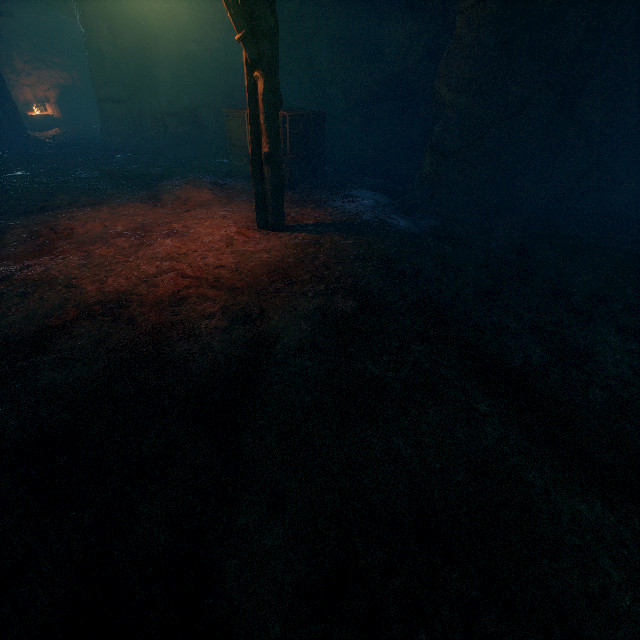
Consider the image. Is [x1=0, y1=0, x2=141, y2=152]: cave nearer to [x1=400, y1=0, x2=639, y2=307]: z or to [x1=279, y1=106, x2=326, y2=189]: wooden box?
[x1=279, y1=106, x2=326, y2=189]: wooden box

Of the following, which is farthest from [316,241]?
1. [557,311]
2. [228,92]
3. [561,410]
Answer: [228,92]

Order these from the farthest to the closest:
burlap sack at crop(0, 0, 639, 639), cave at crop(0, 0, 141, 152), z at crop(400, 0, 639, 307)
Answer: cave at crop(0, 0, 141, 152) < z at crop(400, 0, 639, 307) < burlap sack at crop(0, 0, 639, 639)

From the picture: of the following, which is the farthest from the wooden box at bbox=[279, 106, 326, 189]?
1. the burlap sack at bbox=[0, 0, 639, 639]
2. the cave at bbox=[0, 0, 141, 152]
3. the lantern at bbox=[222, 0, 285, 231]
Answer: the cave at bbox=[0, 0, 141, 152]

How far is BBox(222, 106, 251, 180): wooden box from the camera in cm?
841

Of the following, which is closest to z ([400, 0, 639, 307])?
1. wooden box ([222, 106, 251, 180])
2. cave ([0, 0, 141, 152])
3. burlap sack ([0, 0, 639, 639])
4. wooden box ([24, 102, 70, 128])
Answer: burlap sack ([0, 0, 639, 639])

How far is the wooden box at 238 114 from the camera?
8.41m

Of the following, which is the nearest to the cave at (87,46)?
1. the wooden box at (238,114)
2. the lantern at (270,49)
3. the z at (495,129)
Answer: the wooden box at (238,114)
